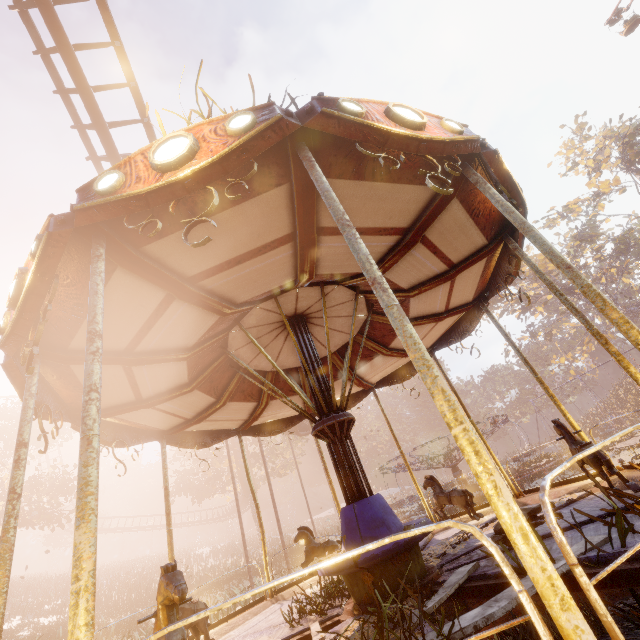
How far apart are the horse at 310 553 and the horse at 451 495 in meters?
2.0

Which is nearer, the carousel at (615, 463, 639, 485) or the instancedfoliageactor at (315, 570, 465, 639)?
the instancedfoliageactor at (315, 570, 465, 639)

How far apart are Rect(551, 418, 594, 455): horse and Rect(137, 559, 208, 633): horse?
4.5m

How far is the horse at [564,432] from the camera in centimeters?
405cm

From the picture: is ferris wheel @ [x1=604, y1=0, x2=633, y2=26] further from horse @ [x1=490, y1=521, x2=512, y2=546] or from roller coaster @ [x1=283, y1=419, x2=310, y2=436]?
horse @ [x1=490, y1=521, x2=512, y2=546]

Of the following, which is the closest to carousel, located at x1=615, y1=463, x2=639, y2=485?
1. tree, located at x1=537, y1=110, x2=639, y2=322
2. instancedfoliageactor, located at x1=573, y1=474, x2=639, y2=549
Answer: instancedfoliageactor, located at x1=573, y1=474, x2=639, y2=549

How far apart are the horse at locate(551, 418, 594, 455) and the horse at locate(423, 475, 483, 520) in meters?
2.2

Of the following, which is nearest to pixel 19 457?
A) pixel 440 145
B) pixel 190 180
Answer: pixel 190 180
